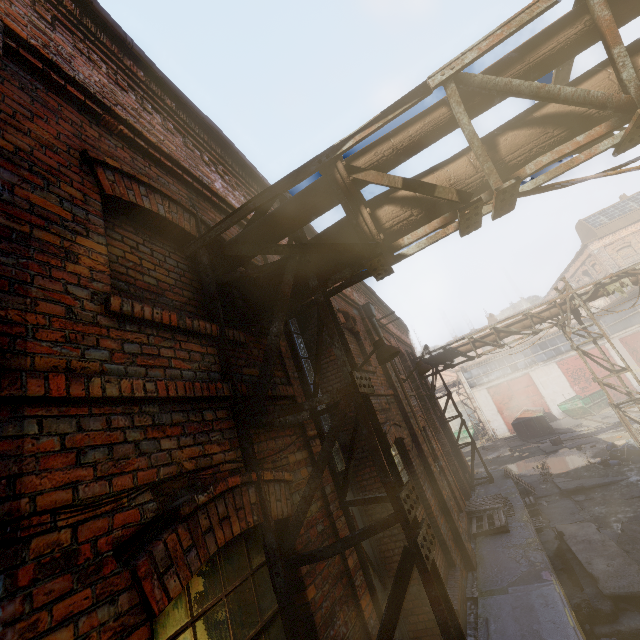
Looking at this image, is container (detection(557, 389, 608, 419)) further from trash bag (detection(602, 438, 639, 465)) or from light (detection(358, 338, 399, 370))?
light (detection(358, 338, 399, 370))

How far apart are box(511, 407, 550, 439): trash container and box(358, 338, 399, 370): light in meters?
23.4 m

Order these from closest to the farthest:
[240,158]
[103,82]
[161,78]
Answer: [103,82], [161,78], [240,158]

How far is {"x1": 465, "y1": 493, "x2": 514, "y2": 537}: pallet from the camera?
8.0 meters

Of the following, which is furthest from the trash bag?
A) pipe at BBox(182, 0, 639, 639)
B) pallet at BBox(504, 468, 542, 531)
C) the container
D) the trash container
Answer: the container

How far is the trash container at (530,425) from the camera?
22.86m

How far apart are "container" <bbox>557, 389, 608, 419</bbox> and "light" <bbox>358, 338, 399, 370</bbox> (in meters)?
24.96

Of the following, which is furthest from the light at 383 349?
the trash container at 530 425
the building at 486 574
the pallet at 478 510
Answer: the trash container at 530 425
